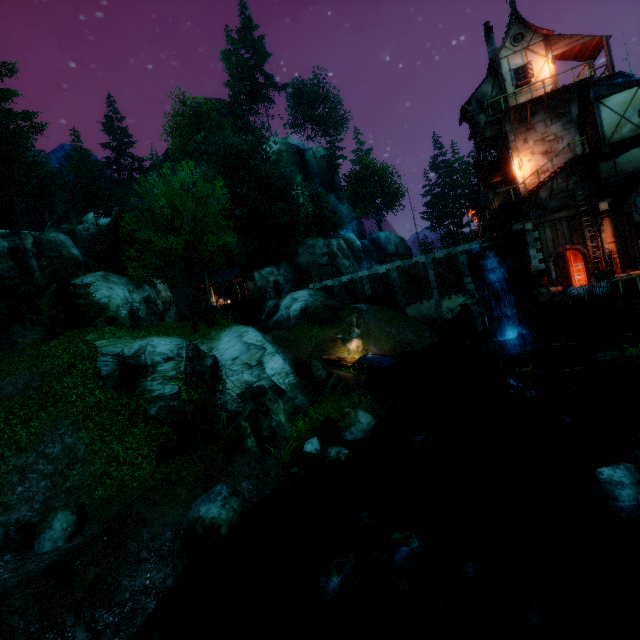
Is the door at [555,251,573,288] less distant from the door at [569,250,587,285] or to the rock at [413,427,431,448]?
the door at [569,250,587,285]

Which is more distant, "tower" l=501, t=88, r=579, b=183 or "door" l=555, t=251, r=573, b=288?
"door" l=555, t=251, r=573, b=288

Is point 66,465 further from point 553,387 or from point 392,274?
point 392,274

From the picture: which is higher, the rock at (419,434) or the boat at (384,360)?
the boat at (384,360)

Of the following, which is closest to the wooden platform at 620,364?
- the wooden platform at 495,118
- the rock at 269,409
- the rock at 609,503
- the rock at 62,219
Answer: the rock at 609,503

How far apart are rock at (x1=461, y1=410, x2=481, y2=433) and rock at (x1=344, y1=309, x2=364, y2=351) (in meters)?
13.13

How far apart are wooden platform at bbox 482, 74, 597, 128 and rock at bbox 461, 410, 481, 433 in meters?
19.3

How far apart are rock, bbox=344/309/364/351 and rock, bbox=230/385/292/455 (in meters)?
15.73
